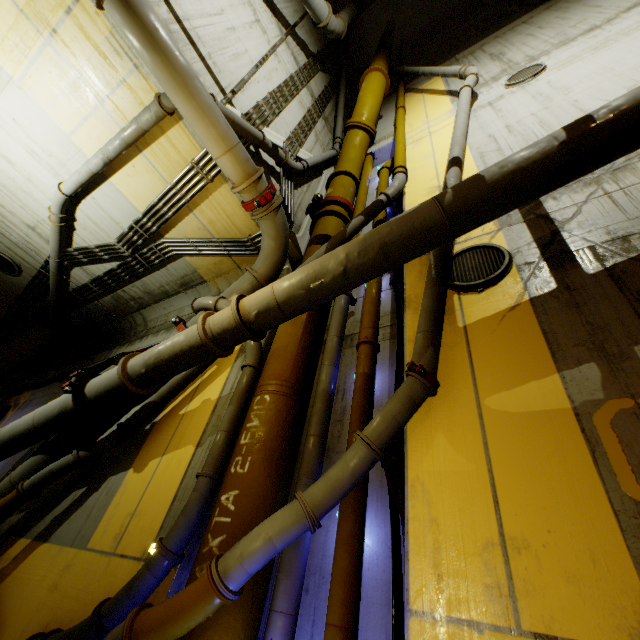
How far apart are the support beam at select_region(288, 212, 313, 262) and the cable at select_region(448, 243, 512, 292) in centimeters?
323cm

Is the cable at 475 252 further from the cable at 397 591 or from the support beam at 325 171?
the support beam at 325 171

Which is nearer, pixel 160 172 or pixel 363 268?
pixel 363 268

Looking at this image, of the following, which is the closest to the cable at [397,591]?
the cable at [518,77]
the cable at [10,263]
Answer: the cable at [518,77]

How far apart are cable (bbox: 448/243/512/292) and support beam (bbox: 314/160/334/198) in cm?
442

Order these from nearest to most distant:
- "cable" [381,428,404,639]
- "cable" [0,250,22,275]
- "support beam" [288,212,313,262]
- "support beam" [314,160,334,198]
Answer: "cable" [381,428,404,639]
"support beam" [288,212,313,262]
"cable" [0,250,22,275]
"support beam" [314,160,334,198]

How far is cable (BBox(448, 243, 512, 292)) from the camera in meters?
3.7

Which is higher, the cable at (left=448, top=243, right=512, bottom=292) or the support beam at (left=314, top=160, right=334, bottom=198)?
the support beam at (left=314, top=160, right=334, bottom=198)
